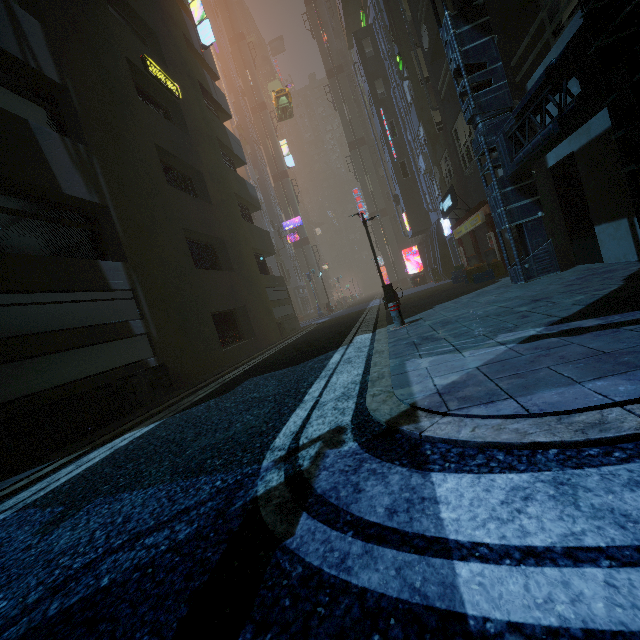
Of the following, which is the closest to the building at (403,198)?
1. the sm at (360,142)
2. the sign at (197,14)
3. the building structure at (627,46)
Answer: the building structure at (627,46)

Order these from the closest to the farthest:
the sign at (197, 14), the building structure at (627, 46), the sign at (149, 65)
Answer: the building structure at (627, 46) → the sign at (149, 65) → the sign at (197, 14)

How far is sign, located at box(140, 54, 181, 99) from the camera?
11.73m

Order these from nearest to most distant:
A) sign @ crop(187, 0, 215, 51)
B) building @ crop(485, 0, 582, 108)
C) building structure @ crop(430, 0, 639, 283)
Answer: building structure @ crop(430, 0, 639, 283) → building @ crop(485, 0, 582, 108) → sign @ crop(187, 0, 215, 51)

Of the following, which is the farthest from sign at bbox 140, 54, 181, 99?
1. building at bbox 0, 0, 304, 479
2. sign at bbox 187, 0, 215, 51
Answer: sign at bbox 187, 0, 215, 51

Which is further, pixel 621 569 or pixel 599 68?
pixel 599 68

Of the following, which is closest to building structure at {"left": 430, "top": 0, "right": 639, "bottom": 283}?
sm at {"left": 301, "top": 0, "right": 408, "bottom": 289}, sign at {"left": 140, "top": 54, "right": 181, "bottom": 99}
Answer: sign at {"left": 140, "top": 54, "right": 181, "bottom": 99}

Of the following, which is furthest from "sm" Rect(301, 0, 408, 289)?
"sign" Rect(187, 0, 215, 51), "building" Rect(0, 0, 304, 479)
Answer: "sign" Rect(187, 0, 215, 51)
